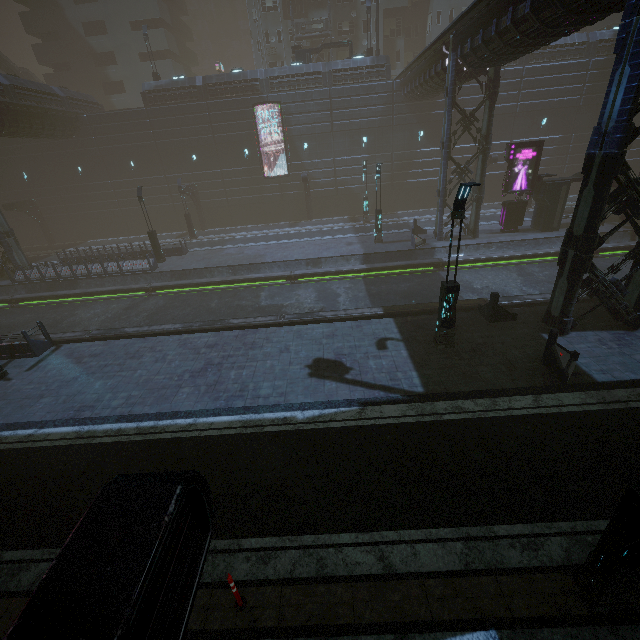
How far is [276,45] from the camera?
40.0 meters

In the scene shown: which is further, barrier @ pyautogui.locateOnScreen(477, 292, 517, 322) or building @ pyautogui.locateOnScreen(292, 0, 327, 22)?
building @ pyautogui.locateOnScreen(292, 0, 327, 22)

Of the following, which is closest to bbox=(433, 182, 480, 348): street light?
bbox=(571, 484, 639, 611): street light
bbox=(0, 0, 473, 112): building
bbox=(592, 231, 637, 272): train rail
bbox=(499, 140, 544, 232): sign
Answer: bbox=(592, 231, 637, 272): train rail

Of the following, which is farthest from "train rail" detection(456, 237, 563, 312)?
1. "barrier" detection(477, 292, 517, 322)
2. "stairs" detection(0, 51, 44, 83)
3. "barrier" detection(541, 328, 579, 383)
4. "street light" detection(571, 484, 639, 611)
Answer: "stairs" detection(0, 51, 44, 83)

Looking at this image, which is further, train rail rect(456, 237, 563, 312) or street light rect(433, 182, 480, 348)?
train rail rect(456, 237, 563, 312)

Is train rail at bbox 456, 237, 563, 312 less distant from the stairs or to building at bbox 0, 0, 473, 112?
building at bbox 0, 0, 473, 112

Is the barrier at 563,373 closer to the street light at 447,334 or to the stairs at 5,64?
the street light at 447,334

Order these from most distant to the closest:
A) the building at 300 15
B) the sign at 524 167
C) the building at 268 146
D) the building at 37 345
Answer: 1. the building at 300 15
2. the building at 268 146
3. the sign at 524 167
4. the building at 37 345
